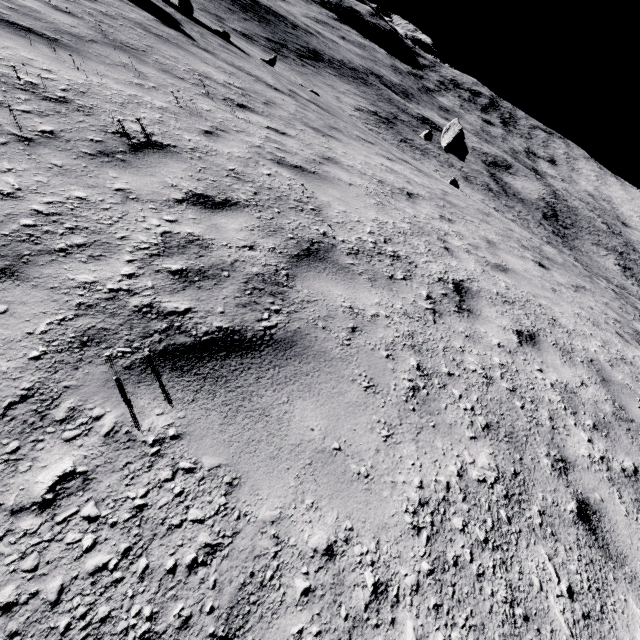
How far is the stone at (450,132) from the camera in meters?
24.1

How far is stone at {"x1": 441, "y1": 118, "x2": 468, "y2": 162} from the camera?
24.1 meters

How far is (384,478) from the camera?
1.8 meters
